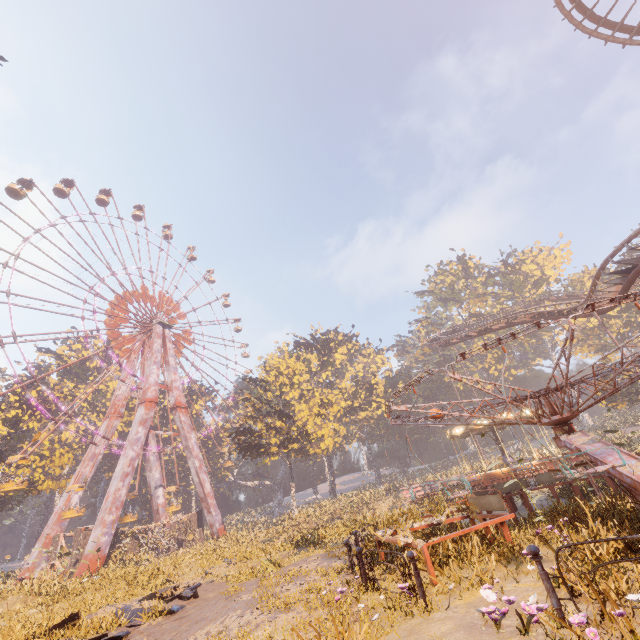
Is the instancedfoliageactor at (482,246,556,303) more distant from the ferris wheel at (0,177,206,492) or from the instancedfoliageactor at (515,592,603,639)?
the instancedfoliageactor at (515,592,603,639)

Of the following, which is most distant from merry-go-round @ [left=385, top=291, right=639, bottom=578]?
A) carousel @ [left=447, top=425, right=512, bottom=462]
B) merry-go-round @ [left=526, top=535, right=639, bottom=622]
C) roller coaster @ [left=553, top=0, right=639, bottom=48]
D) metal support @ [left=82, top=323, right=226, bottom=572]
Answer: metal support @ [left=82, top=323, right=226, bottom=572]

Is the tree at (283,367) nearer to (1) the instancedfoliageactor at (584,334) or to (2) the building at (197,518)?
(1) the instancedfoliageactor at (584,334)

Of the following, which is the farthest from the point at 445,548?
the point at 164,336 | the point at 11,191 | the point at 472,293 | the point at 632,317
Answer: the point at 472,293

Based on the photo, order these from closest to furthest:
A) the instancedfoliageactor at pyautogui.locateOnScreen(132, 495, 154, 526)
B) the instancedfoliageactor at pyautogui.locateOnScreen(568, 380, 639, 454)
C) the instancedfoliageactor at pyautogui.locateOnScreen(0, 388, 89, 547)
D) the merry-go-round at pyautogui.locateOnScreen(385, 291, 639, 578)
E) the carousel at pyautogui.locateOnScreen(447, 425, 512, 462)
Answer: the merry-go-round at pyautogui.locateOnScreen(385, 291, 639, 578) < the instancedfoliageactor at pyautogui.locateOnScreen(568, 380, 639, 454) < the carousel at pyautogui.locateOnScreen(447, 425, 512, 462) < the instancedfoliageactor at pyautogui.locateOnScreen(0, 388, 89, 547) < the instancedfoliageactor at pyautogui.locateOnScreen(132, 495, 154, 526)

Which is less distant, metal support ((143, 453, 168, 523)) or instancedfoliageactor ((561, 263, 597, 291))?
metal support ((143, 453, 168, 523))

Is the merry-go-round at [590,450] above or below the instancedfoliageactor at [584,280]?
below

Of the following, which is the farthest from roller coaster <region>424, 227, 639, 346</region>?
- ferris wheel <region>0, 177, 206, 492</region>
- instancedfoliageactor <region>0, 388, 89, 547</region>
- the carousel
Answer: instancedfoliageactor <region>0, 388, 89, 547</region>
